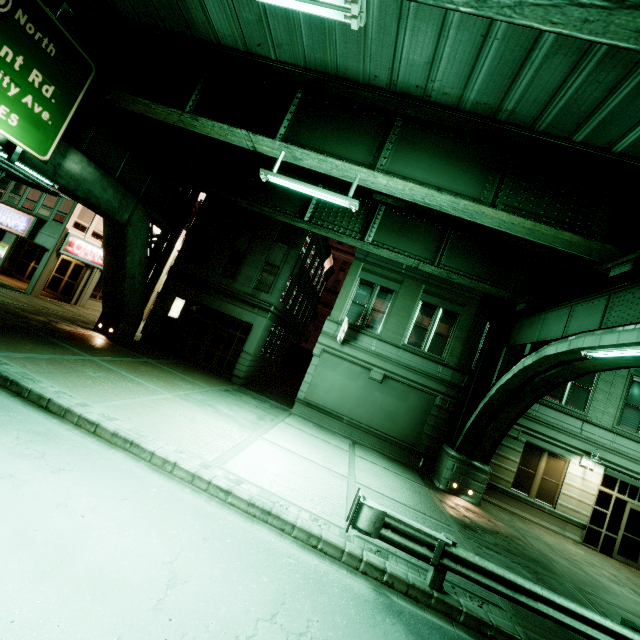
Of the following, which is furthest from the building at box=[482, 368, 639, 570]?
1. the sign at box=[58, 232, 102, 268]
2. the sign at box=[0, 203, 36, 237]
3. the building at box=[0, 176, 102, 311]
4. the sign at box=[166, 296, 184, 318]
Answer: the sign at box=[0, 203, 36, 237]

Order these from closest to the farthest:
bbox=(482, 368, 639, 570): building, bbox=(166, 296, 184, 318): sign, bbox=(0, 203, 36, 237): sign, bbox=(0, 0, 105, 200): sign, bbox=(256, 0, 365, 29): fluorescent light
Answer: bbox=(256, 0, 365, 29): fluorescent light < bbox=(0, 0, 105, 200): sign < bbox=(482, 368, 639, 570): building < bbox=(0, 203, 36, 237): sign < bbox=(166, 296, 184, 318): sign

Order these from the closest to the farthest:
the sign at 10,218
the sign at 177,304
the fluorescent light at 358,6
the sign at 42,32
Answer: the fluorescent light at 358,6
the sign at 42,32
the sign at 10,218
the sign at 177,304

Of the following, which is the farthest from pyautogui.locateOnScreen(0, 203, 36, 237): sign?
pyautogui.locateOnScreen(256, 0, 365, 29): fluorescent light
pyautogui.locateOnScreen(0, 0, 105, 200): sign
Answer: pyautogui.locateOnScreen(256, 0, 365, 29): fluorescent light

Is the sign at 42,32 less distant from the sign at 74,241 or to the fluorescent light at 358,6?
the fluorescent light at 358,6

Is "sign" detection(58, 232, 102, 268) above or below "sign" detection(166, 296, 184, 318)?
above

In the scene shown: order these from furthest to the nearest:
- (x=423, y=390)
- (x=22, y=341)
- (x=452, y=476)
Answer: (x=423, y=390) < (x=452, y=476) < (x=22, y=341)

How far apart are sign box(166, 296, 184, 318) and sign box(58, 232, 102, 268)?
7.49m
